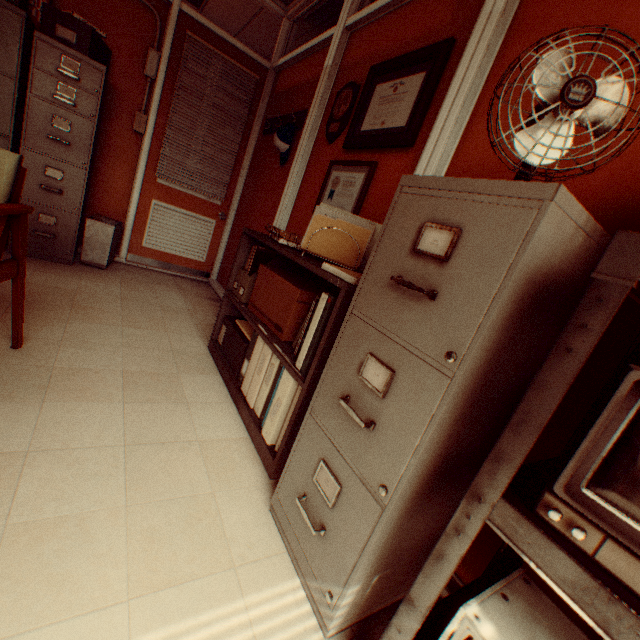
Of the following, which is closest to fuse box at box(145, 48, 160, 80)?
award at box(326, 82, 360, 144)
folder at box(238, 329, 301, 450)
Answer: award at box(326, 82, 360, 144)

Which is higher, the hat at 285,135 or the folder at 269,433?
the hat at 285,135

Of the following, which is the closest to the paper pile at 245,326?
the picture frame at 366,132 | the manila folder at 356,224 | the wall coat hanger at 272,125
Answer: the manila folder at 356,224

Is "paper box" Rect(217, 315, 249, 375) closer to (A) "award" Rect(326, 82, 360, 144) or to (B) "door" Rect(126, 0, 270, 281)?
(A) "award" Rect(326, 82, 360, 144)

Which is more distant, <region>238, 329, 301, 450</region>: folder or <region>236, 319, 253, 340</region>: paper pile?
<region>236, 319, 253, 340</region>: paper pile

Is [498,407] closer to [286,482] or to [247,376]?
[286,482]

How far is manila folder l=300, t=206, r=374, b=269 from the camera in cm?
182

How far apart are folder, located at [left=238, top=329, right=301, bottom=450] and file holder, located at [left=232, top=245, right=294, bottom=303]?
0.36m
